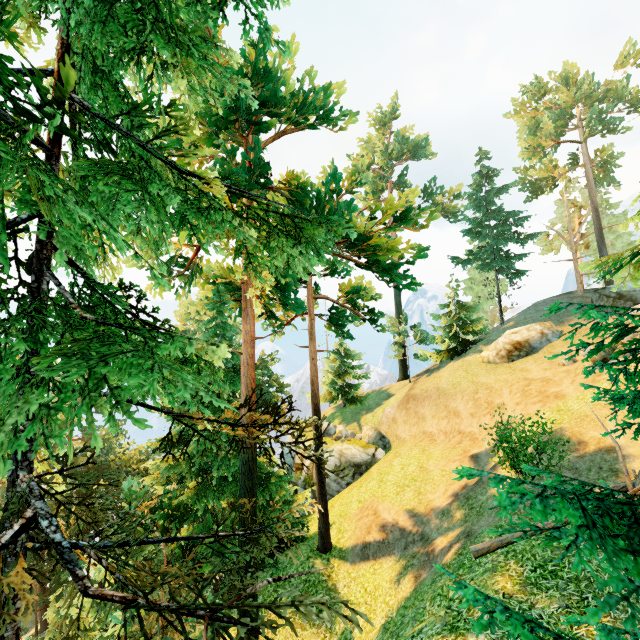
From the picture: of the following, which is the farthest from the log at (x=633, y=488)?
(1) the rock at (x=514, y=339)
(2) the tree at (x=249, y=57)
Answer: (1) the rock at (x=514, y=339)

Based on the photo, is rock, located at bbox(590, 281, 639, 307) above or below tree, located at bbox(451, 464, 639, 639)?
above

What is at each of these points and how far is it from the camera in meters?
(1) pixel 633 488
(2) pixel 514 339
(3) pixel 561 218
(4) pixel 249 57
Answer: (1) log, 8.7
(2) rock, 24.1
(3) tree, 41.9
(4) tree, 11.5

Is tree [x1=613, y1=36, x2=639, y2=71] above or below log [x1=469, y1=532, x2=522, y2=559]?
above

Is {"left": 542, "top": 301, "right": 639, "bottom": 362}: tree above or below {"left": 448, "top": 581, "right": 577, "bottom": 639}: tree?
above

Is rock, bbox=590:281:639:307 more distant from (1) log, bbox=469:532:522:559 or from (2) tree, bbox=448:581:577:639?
(1) log, bbox=469:532:522:559

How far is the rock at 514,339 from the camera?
23.33m

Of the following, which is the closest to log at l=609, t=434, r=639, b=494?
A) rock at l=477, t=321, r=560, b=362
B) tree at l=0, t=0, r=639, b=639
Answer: tree at l=0, t=0, r=639, b=639
